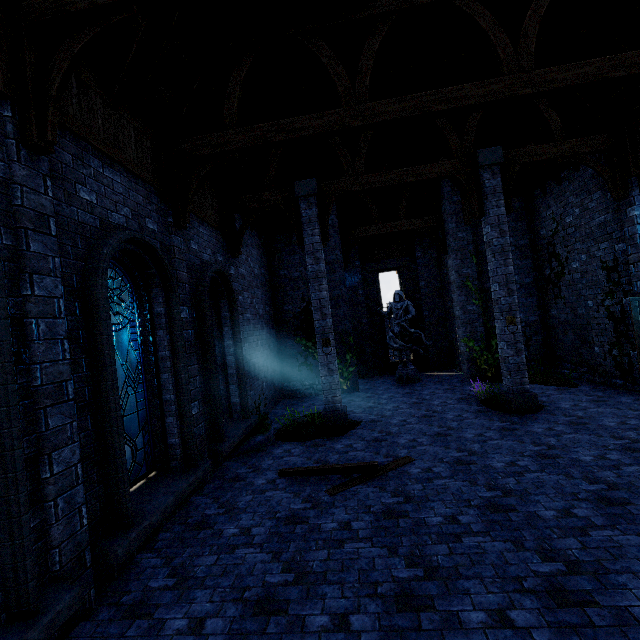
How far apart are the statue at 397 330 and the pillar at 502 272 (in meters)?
4.85

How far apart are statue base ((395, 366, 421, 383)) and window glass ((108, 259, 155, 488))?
10.3 meters

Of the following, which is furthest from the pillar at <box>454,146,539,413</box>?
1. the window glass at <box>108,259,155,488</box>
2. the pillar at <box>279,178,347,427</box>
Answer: the window glass at <box>108,259,155,488</box>

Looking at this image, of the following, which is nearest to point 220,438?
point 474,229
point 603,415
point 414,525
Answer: point 414,525

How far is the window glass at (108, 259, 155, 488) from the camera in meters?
5.2 m

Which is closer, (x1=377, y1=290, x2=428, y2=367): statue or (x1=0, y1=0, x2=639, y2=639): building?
(x1=0, y1=0, x2=639, y2=639): building

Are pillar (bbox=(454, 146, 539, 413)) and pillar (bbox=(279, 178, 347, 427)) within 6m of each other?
yes

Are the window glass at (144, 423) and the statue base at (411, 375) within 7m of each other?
no
